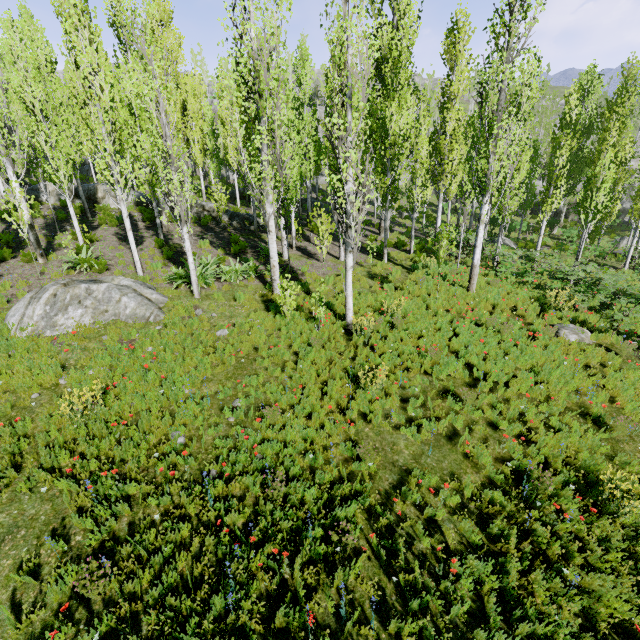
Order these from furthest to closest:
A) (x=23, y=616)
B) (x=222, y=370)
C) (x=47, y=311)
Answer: (x=47, y=311), (x=222, y=370), (x=23, y=616)

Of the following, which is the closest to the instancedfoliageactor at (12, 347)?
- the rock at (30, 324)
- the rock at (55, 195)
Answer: the rock at (55, 195)

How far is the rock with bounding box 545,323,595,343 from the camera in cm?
962

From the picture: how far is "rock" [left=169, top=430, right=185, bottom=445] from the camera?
6.1m

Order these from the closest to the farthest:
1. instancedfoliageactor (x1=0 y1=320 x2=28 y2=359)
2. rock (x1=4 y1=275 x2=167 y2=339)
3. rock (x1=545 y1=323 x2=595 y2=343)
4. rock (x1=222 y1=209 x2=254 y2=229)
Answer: instancedfoliageactor (x1=0 y1=320 x2=28 y2=359) < rock (x1=4 y1=275 x2=167 y2=339) < rock (x1=545 y1=323 x2=595 y2=343) < rock (x1=222 y1=209 x2=254 y2=229)

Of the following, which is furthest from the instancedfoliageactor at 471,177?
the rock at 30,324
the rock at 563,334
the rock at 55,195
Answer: the rock at 563,334

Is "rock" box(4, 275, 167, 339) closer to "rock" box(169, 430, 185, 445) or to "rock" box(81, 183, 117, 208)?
"rock" box(81, 183, 117, 208)

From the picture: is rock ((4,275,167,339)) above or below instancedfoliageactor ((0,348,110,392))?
above
